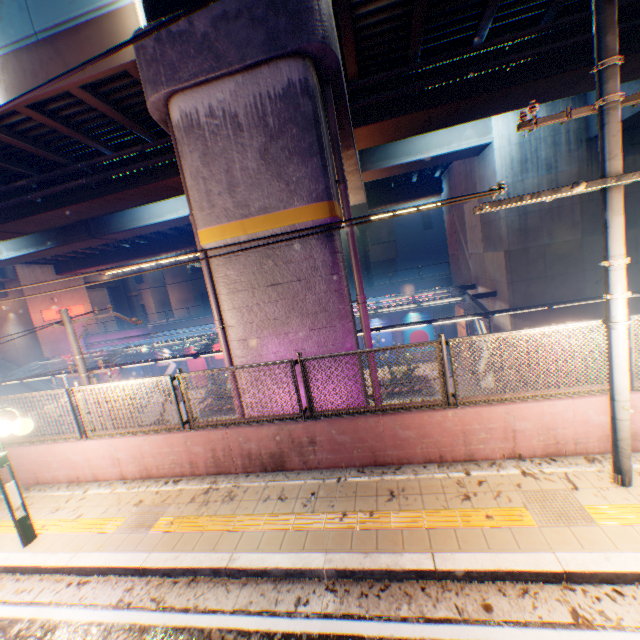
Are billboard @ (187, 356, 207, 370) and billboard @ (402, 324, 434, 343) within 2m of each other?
no

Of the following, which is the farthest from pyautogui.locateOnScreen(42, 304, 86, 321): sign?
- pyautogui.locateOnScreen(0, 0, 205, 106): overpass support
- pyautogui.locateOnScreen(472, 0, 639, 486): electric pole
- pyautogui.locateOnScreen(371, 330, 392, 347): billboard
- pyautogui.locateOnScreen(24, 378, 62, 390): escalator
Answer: pyautogui.locateOnScreen(472, 0, 639, 486): electric pole

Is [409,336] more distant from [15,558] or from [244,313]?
[15,558]

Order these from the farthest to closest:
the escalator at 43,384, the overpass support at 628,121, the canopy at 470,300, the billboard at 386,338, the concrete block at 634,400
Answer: the escalator at 43,384 < the billboard at 386,338 < the canopy at 470,300 < the overpass support at 628,121 < the concrete block at 634,400

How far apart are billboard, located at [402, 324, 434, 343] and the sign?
33.2m

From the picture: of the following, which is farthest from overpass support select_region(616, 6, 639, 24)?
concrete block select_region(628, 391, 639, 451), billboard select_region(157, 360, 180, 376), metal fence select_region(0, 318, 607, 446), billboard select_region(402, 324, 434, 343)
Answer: billboard select_region(157, 360, 180, 376)

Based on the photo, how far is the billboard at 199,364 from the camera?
32.2m

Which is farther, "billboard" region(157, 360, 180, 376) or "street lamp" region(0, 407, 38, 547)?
"billboard" region(157, 360, 180, 376)
